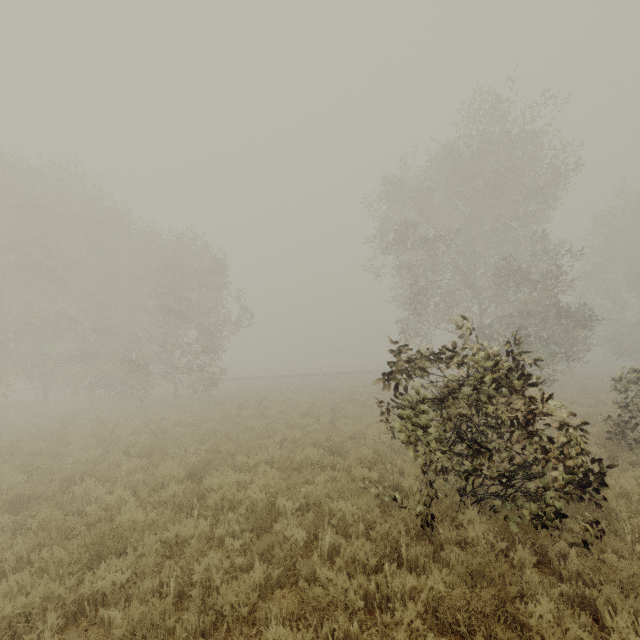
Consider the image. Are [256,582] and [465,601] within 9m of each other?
yes

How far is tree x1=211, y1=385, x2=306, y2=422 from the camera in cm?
1571

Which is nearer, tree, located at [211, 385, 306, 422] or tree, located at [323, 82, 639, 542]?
tree, located at [323, 82, 639, 542]

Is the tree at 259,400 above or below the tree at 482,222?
below

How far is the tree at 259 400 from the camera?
15.71m

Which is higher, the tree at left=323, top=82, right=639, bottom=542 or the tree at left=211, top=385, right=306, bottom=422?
the tree at left=323, top=82, right=639, bottom=542
